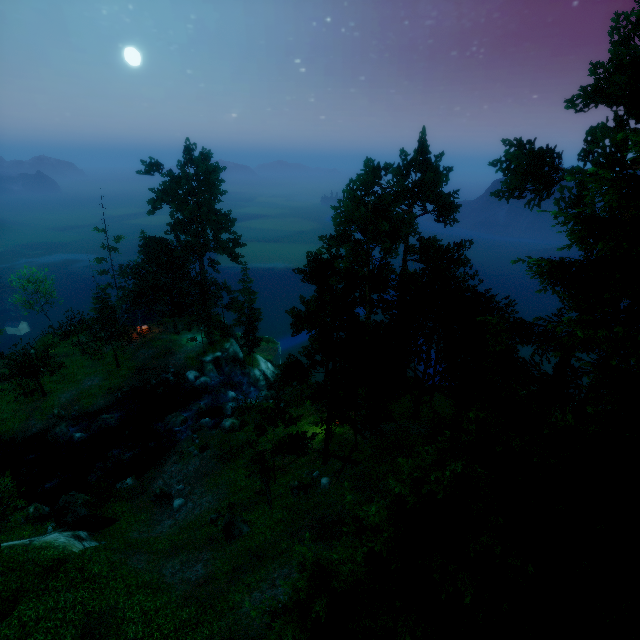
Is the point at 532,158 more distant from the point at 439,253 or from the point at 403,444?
the point at 403,444

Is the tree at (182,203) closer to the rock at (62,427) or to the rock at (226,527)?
the rock at (226,527)

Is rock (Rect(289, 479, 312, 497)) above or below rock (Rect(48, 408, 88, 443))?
above

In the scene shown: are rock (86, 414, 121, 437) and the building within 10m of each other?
no

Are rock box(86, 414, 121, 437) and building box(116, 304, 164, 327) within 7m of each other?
no

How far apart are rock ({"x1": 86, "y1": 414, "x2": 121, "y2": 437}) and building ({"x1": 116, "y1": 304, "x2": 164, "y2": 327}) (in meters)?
13.60

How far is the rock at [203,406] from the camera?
33.1m

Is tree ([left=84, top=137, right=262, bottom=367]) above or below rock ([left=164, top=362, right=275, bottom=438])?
above
